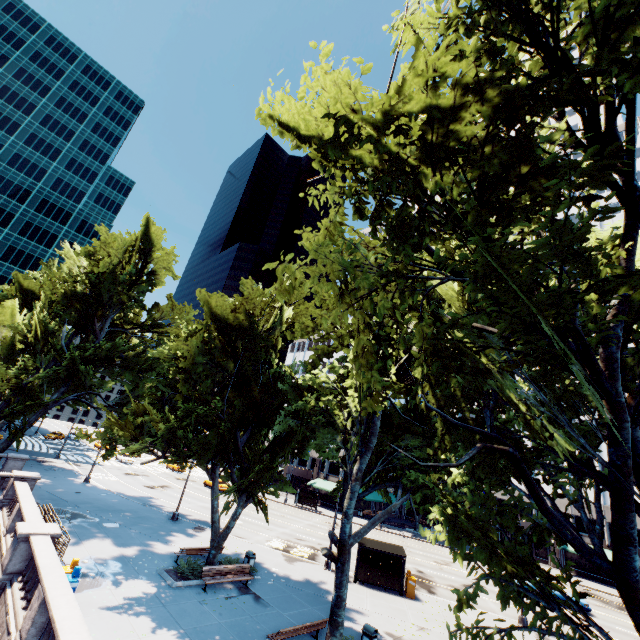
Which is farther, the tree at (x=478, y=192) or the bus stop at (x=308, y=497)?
the bus stop at (x=308, y=497)

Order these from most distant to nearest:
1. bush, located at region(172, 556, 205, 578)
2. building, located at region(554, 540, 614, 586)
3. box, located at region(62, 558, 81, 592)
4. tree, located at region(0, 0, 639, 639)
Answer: building, located at region(554, 540, 614, 586) < bush, located at region(172, 556, 205, 578) < box, located at region(62, 558, 81, 592) < tree, located at region(0, 0, 639, 639)

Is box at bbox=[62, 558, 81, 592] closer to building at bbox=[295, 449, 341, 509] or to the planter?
the planter

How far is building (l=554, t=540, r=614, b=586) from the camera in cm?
4050

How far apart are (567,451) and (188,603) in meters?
17.0

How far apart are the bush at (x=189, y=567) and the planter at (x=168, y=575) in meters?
0.1

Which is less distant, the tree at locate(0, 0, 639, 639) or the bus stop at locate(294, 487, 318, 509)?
the tree at locate(0, 0, 639, 639)

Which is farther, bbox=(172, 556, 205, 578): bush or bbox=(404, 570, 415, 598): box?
bbox=(404, 570, 415, 598): box
